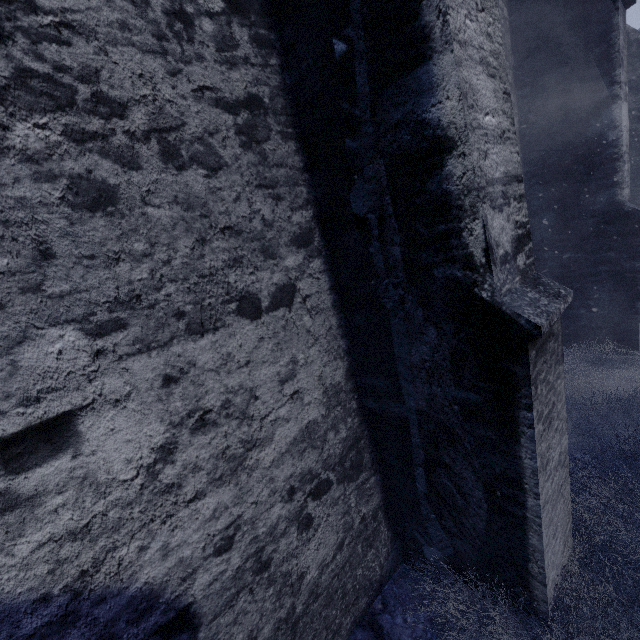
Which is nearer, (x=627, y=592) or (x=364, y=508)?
(x=627, y=592)

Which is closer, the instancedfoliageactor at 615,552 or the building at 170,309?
the building at 170,309

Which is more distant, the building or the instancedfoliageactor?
the instancedfoliageactor

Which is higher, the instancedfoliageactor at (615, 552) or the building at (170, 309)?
the building at (170, 309)

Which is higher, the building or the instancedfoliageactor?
the building
